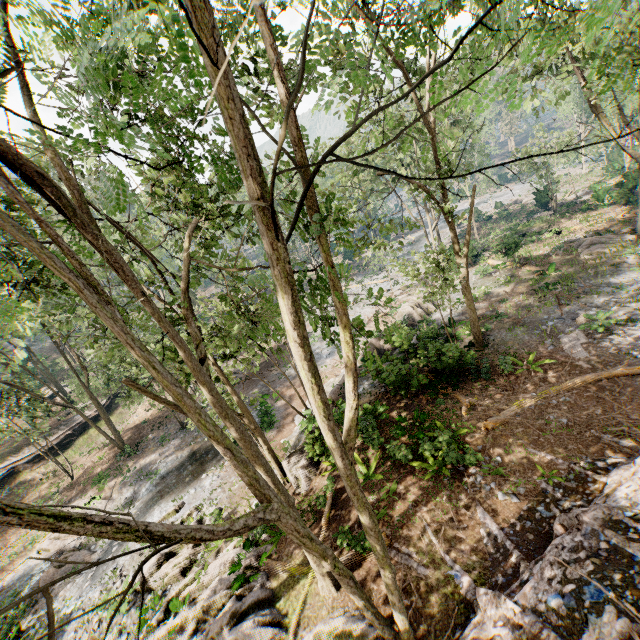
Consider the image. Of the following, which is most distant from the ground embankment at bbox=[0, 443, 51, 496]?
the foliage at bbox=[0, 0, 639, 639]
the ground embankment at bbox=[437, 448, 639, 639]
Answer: the ground embankment at bbox=[437, 448, 639, 639]

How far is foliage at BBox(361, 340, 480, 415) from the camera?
5.4 meters

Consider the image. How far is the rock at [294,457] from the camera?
14.4 meters

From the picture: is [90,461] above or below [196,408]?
below

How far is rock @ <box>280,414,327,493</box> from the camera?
14.40m

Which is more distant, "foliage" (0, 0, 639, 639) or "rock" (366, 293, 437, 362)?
"rock" (366, 293, 437, 362)

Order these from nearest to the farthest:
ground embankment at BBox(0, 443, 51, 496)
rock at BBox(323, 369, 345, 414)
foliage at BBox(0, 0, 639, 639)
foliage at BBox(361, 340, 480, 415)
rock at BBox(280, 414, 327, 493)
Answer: foliage at BBox(0, 0, 639, 639) < foliage at BBox(361, 340, 480, 415) < rock at BBox(280, 414, 327, 493) < rock at BBox(323, 369, 345, 414) < ground embankment at BBox(0, 443, 51, 496)

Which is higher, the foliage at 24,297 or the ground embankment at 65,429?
the foliage at 24,297
